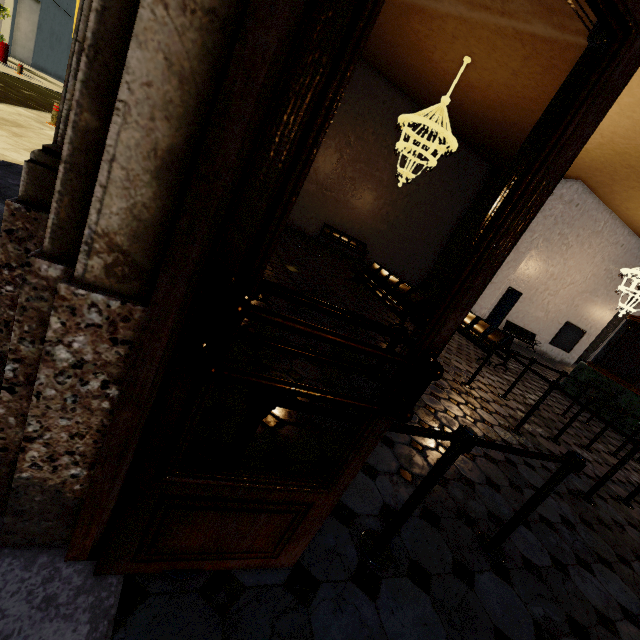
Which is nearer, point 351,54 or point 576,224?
point 351,54
